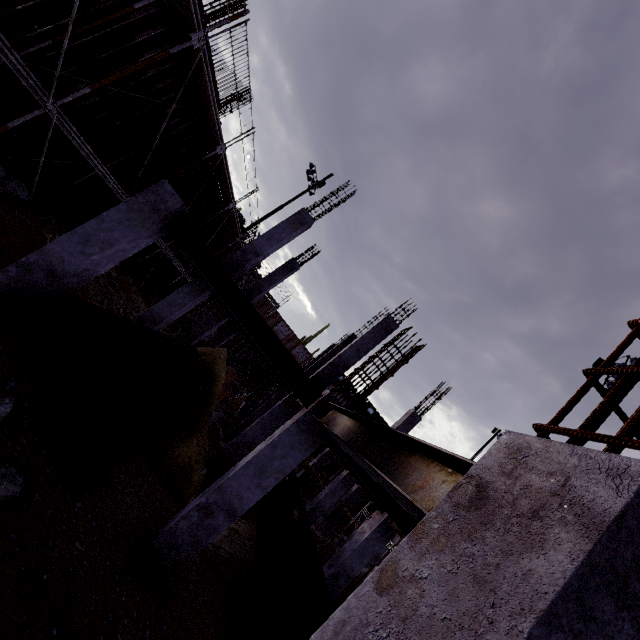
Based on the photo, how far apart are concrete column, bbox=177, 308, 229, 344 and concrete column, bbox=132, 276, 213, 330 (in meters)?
4.34

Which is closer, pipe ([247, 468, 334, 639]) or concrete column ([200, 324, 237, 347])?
pipe ([247, 468, 334, 639])

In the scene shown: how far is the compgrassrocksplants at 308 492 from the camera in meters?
19.9 m

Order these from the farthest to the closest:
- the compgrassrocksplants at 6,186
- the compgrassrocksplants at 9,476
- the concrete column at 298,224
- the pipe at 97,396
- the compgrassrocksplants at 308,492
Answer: the compgrassrocksplants at 308,492, the concrete column at 298,224, the compgrassrocksplants at 6,186, the pipe at 97,396, the compgrassrocksplants at 9,476

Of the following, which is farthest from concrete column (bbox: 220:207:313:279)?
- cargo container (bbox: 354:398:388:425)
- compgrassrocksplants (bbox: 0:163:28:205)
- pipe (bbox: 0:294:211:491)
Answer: cargo container (bbox: 354:398:388:425)

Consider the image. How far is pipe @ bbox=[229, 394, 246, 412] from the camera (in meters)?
26.70

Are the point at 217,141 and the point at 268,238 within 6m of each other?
yes

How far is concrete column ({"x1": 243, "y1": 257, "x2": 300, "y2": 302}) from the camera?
16.0m
